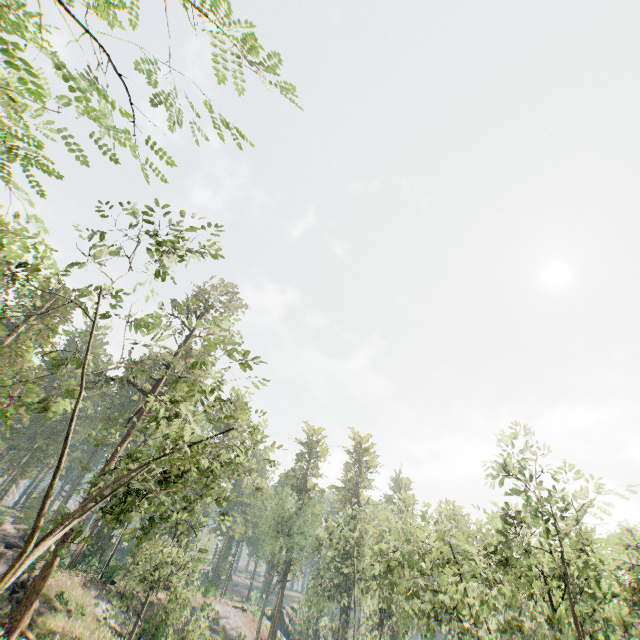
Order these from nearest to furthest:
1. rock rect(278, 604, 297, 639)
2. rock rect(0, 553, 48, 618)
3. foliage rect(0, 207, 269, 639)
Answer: foliage rect(0, 207, 269, 639)
rock rect(0, 553, 48, 618)
rock rect(278, 604, 297, 639)

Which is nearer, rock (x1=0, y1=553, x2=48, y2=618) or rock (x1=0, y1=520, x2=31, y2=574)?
rock (x1=0, y1=553, x2=48, y2=618)

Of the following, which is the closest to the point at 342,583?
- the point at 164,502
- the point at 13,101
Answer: the point at 164,502

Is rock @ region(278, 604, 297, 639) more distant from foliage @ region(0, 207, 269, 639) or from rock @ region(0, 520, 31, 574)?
rock @ region(0, 520, 31, 574)

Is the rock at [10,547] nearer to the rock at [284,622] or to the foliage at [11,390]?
the foliage at [11,390]

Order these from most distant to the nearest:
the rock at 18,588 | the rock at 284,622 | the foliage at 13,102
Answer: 1. the rock at 284,622
2. the rock at 18,588
3. the foliage at 13,102
